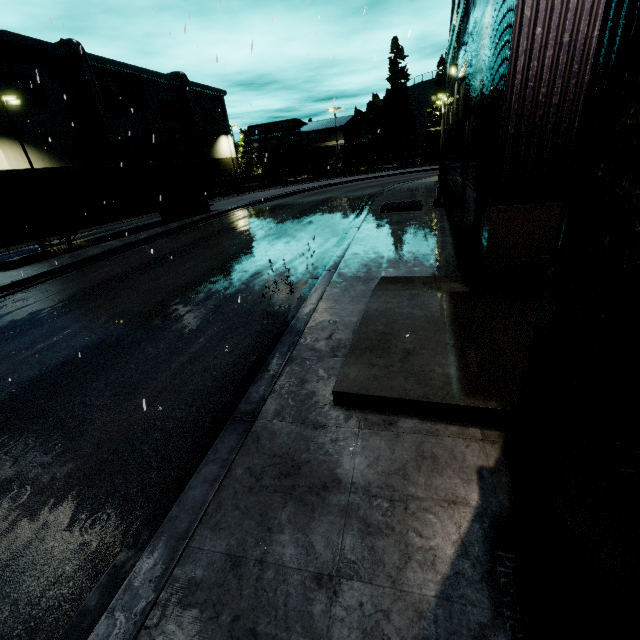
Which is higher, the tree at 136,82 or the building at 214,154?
the tree at 136,82

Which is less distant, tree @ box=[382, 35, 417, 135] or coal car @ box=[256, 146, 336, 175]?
coal car @ box=[256, 146, 336, 175]

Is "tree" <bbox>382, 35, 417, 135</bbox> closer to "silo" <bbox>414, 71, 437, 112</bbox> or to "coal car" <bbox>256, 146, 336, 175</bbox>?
"silo" <bbox>414, 71, 437, 112</bbox>

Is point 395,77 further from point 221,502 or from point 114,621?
point 114,621

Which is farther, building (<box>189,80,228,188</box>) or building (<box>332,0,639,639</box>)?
building (<box>189,80,228,188</box>)

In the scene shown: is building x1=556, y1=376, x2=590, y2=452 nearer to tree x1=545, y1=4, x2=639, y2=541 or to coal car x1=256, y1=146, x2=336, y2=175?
tree x1=545, y1=4, x2=639, y2=541

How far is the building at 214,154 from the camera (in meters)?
53.50

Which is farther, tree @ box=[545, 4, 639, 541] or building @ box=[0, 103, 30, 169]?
building @ box=[0, 103, 30, 169]
